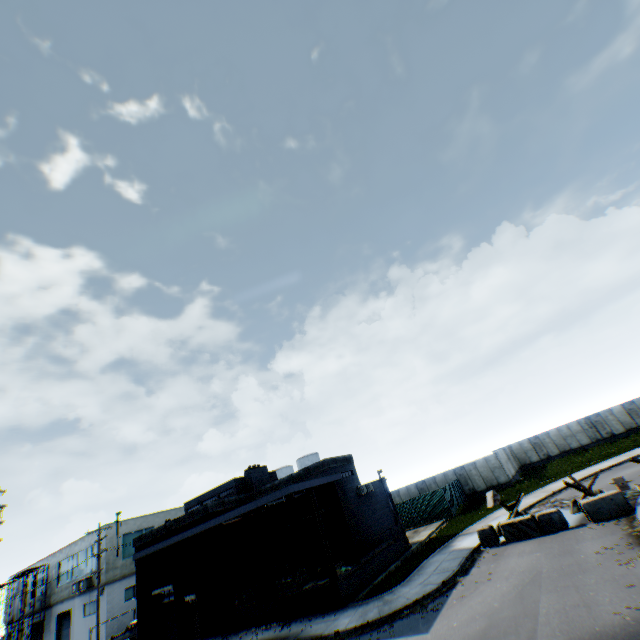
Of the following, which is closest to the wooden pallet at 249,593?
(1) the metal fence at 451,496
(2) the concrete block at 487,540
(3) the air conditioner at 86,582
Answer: (2) the concrete block at 487,540

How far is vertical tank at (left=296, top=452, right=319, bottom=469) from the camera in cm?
5391

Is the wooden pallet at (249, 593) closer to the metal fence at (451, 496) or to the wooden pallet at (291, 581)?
the wooden pallet at (291, 581)

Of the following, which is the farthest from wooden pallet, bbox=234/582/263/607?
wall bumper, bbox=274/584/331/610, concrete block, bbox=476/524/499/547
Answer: concrete block, bbox=476/524/499/547

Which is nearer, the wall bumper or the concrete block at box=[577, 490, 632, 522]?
the concrete block at box=[577, 490, 632, 522]

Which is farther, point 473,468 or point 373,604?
point 473,468

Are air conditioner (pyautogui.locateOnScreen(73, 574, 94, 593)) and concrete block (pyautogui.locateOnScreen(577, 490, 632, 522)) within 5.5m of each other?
no

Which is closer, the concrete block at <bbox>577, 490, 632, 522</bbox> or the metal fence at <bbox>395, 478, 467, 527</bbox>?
the concrete block at <bbox>577, 490, 632, 522</bbox>
